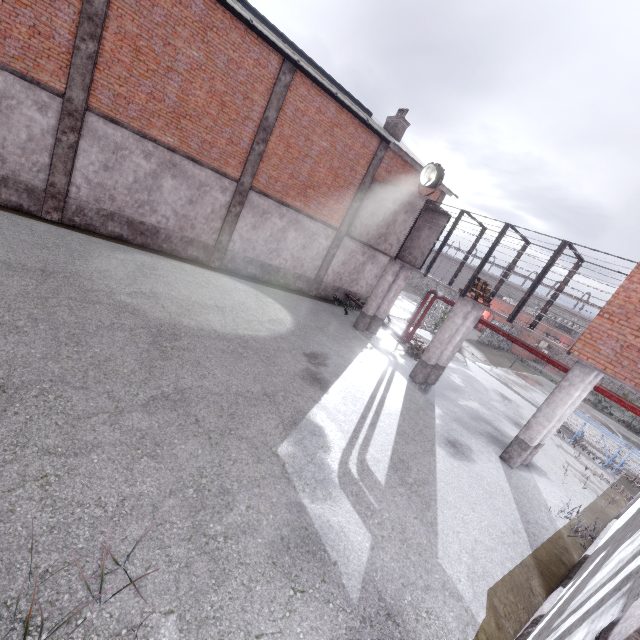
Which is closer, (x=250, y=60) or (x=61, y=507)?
(x=61, y=507)

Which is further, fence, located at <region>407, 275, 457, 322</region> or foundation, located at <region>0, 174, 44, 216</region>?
fence, located at <region>407, 275, 457, 322</region>

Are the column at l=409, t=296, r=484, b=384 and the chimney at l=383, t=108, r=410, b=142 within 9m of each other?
no

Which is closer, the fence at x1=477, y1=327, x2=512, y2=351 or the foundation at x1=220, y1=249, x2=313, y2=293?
the foundation at x1=220, y1=249, x2=313, y2=293

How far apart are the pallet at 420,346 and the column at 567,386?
6.12m

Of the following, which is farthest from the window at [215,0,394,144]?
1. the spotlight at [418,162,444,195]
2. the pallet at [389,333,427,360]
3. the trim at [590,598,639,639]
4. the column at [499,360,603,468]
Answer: the trim at [590,598,639,639]

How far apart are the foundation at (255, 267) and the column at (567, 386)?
12.1m

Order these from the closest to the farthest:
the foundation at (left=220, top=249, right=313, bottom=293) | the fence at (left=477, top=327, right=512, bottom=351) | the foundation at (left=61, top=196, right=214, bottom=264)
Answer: the foundation at (left=61, top=196, right=214, bottom=264) → the foundation at (left=220, top=249, right=313, bottom=293) → the fence at (left=477, top=327, right=512, bottom=351)
